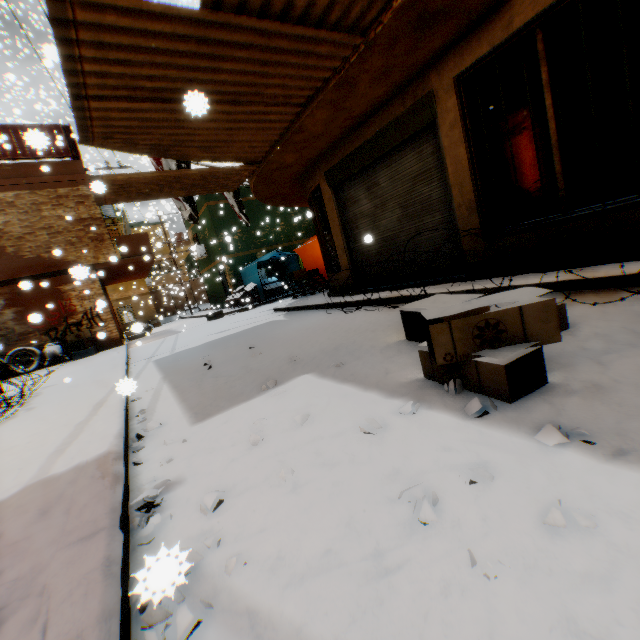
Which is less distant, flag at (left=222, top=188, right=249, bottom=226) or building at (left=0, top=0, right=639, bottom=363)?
building at (left=0, top=0, right=639, bottom=363)

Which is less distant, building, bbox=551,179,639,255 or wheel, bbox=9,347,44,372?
building, bbox=551,179,639,255

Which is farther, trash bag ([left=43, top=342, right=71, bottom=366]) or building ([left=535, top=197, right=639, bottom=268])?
trash bag ([left=43, top=342, right=71, bottom=366])

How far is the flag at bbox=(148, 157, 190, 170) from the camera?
9.2m

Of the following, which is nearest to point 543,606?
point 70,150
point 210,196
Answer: point 70,150

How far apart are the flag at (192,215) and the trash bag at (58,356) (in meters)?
6.84

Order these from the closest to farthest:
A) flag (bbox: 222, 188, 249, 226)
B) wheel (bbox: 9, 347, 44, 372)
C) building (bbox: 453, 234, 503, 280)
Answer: building (bbox: 453, 234, 503, 280) → wheel (bbox: 9, 347, 44, 372) → flag (bbox: 222, 188, 249, 226)

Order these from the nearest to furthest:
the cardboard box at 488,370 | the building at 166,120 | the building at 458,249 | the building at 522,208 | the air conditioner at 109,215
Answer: the cardboard box at 488,370, the building at 166,120, the building at 522,208, the building at 458,249, the air conditioner at 109,215
